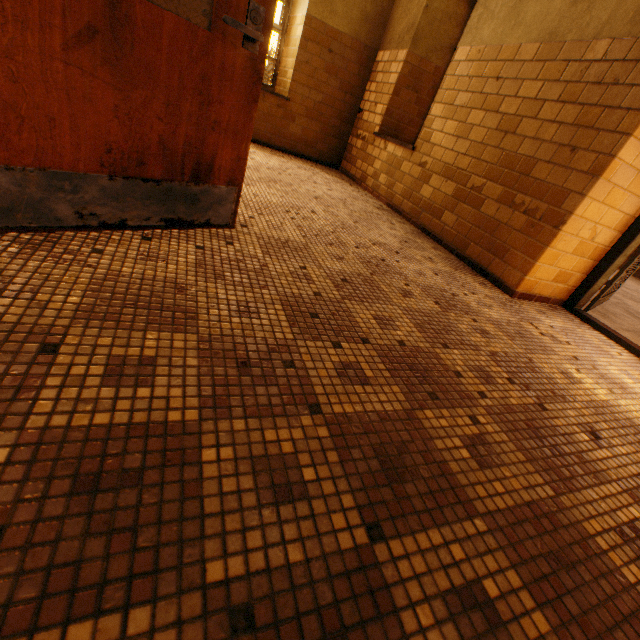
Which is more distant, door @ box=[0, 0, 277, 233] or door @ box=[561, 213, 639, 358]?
door @ box=[561, 213, 639, 358]

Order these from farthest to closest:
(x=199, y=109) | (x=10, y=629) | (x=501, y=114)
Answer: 1. (x=501, y=114)
2. (x=199, y=109)
3. (x=10, y=629)

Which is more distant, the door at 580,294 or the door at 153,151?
the door at 580,294
